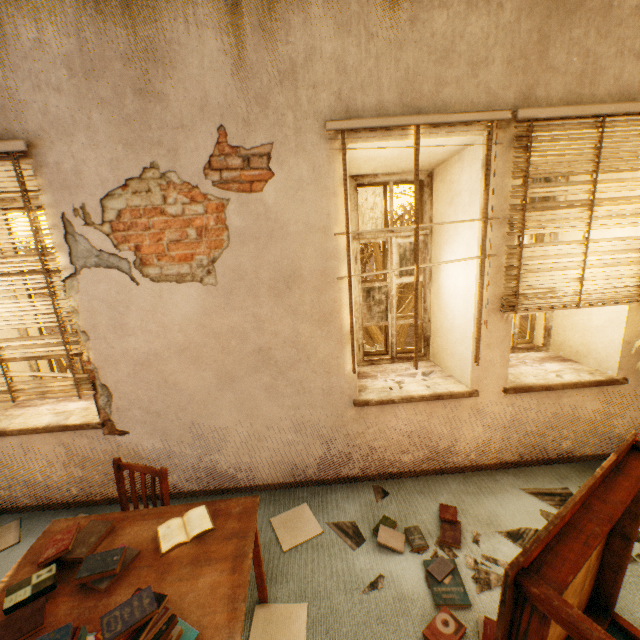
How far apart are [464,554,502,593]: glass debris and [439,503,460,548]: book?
0.0m

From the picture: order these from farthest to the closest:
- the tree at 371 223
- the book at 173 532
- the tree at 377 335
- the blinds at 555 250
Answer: the tree at 377 335 → the tree at 371 223 → the blinds at 555 250 → the book at 173 532

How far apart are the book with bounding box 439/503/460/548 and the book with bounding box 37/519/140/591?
2.1 meters

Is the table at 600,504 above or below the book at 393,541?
above

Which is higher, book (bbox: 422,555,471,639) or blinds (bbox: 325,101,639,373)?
blinds (bbox: 325,101,639,373)

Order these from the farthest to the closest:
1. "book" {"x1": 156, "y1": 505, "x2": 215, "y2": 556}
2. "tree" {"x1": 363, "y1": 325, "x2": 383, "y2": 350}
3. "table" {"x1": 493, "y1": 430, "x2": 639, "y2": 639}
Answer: "tree" {"x1": 363, "y1": 325, "x2": 383, "y2": 350}, "book" {"x1": 156, "y1": 505, "x2": 215, "y2": 556}, "table" {"x1": 493, "y1": 430, "x2": 639, "y2": 639}

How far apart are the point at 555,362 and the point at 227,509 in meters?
3.3

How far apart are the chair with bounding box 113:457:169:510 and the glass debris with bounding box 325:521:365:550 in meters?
1.1
